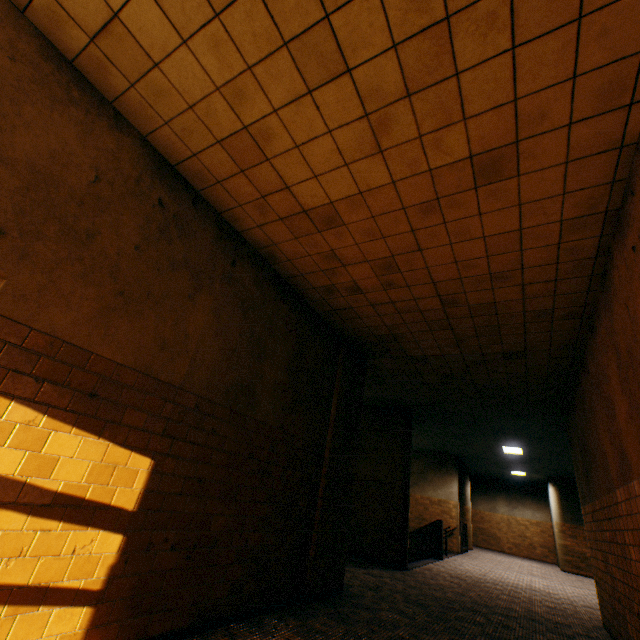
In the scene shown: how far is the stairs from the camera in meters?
10.6 m

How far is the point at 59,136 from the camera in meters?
2.4

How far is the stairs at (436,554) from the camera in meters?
10.6 m
